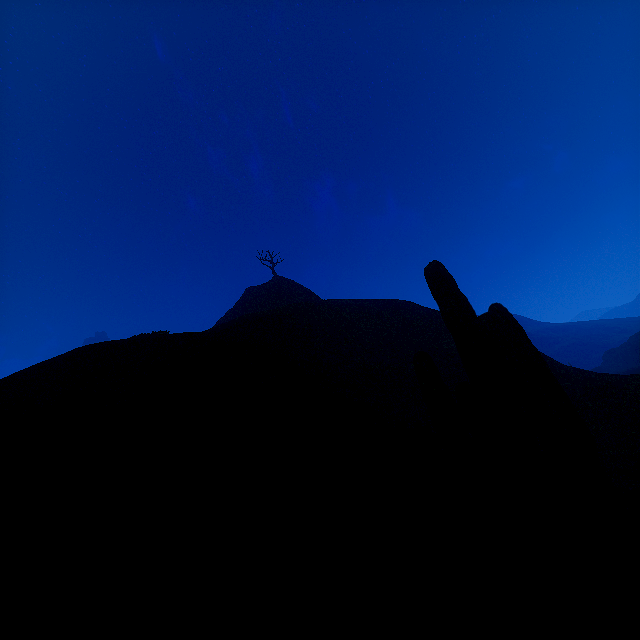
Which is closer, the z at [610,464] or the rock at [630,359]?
the z at [610,464]

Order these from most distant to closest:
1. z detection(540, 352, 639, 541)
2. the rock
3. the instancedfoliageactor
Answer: the rock < z detection(540, 352, 639, 541) < the instancedfoliageactor

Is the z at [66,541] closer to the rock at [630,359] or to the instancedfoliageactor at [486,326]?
the instancedfoliageactor at [486,326]

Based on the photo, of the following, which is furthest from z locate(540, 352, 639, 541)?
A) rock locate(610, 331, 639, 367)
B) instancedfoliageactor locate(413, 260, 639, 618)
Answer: rock locate(610, 331, 639, 367)

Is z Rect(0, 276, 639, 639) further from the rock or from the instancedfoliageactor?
the rock

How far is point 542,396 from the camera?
3.2 meters
